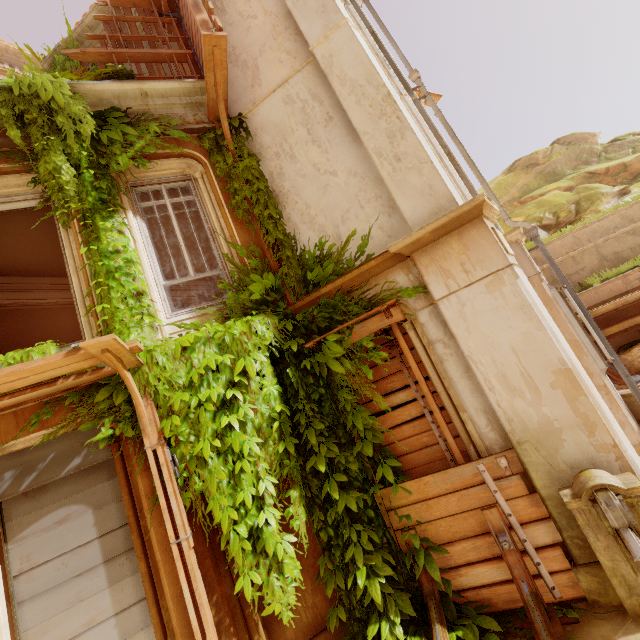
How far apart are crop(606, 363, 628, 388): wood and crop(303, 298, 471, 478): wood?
4.2 meters

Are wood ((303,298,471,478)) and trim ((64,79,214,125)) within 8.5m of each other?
yes

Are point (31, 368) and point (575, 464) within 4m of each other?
no

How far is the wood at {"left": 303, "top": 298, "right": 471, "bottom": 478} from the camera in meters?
4.3

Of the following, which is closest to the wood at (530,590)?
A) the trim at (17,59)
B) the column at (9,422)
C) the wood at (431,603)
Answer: the wood at (431,603)

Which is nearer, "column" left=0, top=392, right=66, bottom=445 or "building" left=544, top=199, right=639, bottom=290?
"column" left=0, top=392, right=66, bottom=445

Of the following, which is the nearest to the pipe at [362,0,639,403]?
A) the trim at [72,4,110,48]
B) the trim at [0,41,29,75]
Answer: the trim at [72,4,110,48]

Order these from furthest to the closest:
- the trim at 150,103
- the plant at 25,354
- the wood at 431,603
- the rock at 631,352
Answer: the rock at 631,352 → the trim at 150,103 → the plant at 25,354 → the wood at 431,603
